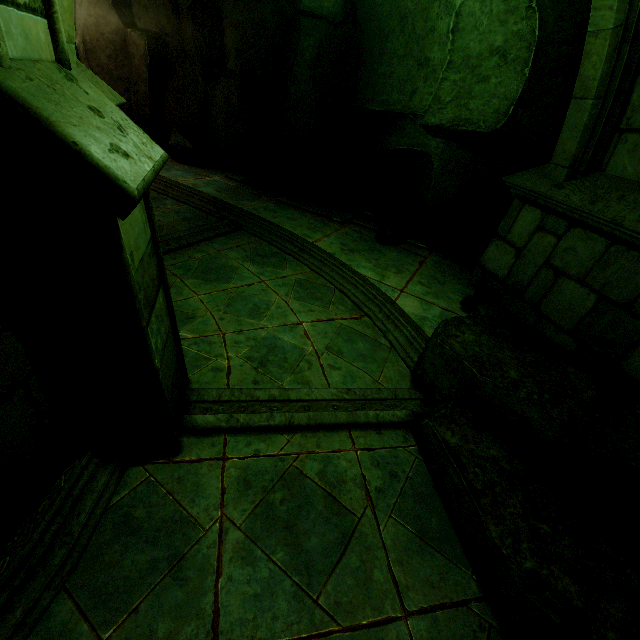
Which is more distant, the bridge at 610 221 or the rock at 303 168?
the rock at 303 168

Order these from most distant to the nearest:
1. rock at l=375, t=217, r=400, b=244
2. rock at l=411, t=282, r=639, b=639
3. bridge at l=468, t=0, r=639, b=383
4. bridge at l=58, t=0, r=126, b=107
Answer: rock at l=375, t=217, r=400, b=244
bridge at l=468, t=0, r=639, b=383
bridge at l=58, t=0, r=126, b=107
rock at l=411, t=282, r=639, b=639

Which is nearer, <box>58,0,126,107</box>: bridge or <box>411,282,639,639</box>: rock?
<box>411,282,639,639</box>: rock

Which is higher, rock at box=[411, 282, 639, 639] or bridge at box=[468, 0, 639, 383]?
bridge at box=[468, 0, 639, 383]

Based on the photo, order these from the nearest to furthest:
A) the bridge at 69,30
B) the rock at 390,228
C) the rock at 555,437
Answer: the rock at 555,437, the bridge at 69,30, the rock at 390,228

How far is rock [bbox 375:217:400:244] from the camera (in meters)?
7.02

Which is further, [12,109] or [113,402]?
[113,402]

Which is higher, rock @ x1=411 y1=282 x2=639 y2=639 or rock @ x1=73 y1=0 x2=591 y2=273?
rock @ x1=73 y1=0 x2=591 y2=273
